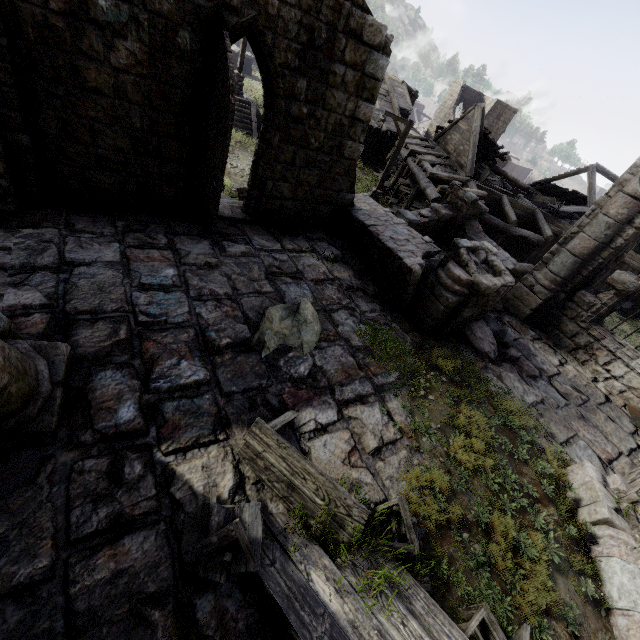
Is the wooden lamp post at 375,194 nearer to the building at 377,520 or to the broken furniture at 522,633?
the building at 377,520

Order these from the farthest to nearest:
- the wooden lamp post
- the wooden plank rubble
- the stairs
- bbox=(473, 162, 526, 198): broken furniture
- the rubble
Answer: the wooden plank rubble, the stairs, bbox=(473, 162, 526, 198): broken furniture, the wooden lamp post, the rubble

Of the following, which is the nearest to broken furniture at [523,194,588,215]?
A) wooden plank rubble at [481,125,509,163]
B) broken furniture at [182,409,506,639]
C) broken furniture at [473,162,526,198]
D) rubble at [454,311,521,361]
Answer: broken furniture at [473,162,526,198]

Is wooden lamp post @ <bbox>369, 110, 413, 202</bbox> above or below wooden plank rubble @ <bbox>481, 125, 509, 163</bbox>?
below

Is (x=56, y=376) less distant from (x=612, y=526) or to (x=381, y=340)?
(x=381, y=340)

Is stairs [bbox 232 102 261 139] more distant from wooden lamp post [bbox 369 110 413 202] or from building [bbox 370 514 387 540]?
wooden lamp post [bbox 369 110 413 202]

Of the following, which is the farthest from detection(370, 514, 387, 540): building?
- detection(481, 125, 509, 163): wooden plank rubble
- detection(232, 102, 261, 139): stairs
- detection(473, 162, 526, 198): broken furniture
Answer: detection(232, 102, 261, 139): stairs

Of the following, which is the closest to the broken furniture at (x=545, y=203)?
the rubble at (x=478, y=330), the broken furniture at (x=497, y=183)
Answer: the broken furniture at (x=497, y=183)
